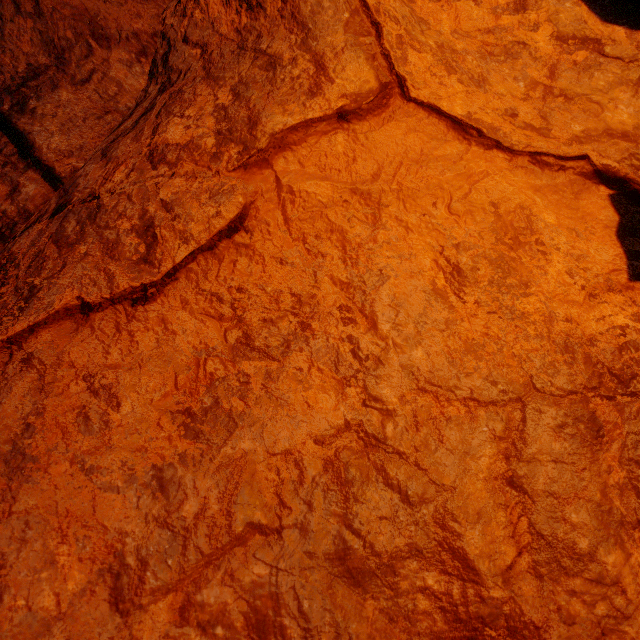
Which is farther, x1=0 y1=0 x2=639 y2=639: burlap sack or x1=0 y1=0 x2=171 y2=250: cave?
x1=0 y1=0 x2=171 y2=250: cave

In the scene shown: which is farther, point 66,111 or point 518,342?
point 66,111

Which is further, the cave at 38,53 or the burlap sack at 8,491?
the cave at 38,53
